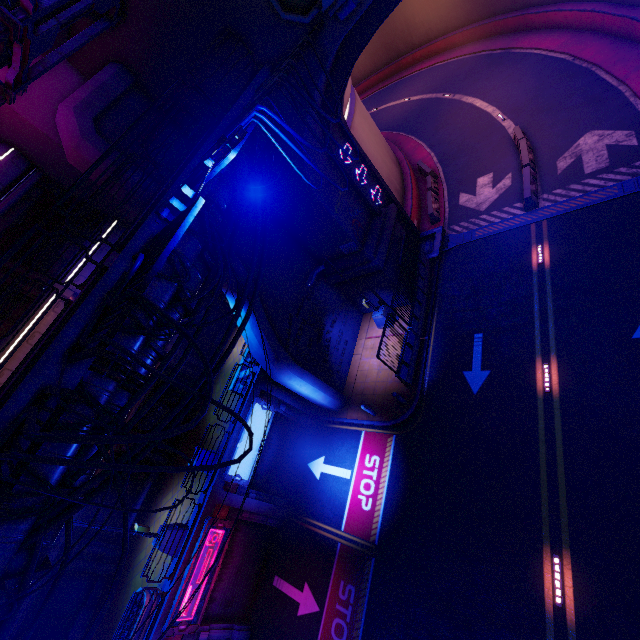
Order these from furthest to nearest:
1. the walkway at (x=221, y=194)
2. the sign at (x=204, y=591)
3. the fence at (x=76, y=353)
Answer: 1. the sign at (x=204, y=591)
2. the walkway at (x=221, y=194)
3. the fence at (x=76, y=353)

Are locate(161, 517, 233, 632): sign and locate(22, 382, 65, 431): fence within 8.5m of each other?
no

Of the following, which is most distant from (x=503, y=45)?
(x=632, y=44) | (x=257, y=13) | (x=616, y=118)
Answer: (x=257, y=13)

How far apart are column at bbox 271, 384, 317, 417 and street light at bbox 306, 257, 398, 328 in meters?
5.4 m

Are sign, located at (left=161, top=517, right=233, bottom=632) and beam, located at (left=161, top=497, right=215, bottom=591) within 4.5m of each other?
yes

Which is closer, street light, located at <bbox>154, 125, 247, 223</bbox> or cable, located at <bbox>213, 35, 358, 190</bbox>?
street light, located at <bbox>154, 125, 247, 223</bbox>

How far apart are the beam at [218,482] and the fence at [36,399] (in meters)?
10.12

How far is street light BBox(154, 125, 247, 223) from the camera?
4.8 meters
